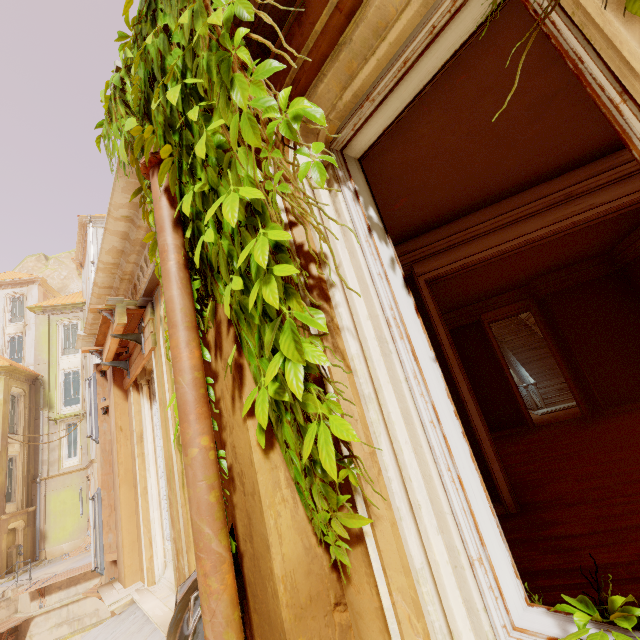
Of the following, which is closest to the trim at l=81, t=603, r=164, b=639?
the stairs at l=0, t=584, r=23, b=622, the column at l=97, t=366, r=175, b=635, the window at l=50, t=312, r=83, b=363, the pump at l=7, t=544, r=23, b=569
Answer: the column at l=97, t=366, r=175, b=635

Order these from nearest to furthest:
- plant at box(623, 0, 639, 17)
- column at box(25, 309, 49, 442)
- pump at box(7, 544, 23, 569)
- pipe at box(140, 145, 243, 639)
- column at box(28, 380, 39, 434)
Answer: plant at box(623, 0, 639, 17)
pipe at box(140, 145, 243, 639)
pump at box(7, 544, 23, 569)
column at box(28, 380, 39, 434)
column at box(25, 309, 49, 442)

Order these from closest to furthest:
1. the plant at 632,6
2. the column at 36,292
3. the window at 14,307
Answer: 1. the plant at 632,6
2. the window at 14,307
3. the column at 36,292

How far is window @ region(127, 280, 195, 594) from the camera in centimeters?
361cm

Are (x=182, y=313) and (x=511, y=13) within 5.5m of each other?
yes

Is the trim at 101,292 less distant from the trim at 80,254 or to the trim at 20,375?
the trim at 20,375

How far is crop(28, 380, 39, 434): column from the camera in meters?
21.2 m

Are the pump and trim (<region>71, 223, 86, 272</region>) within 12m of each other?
no
